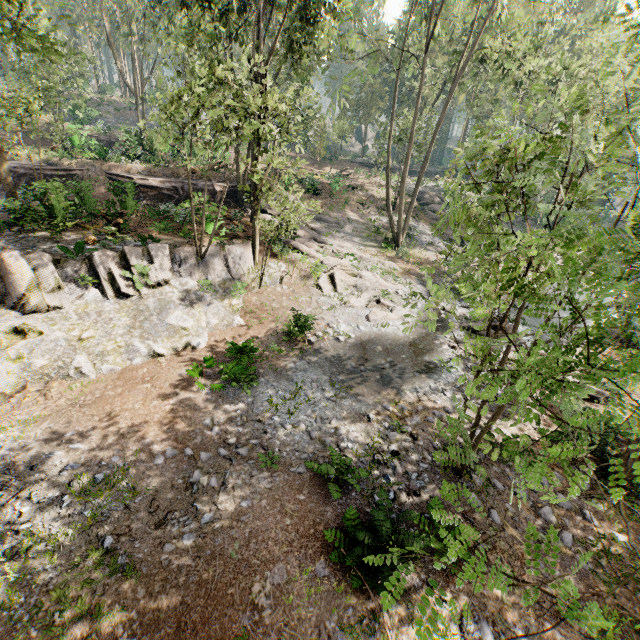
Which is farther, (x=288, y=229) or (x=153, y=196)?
(x=153, y=196)

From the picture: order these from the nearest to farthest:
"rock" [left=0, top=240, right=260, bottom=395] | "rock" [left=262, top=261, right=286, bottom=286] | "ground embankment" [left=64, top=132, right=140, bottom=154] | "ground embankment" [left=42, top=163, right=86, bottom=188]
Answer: "rock" [left=0, top=240, right=260, bottom=395] → "ground embankment" [left=42, top=163, right=86, bottom=188] → "rock" [left=262, top=261, right=286, bottom=286] → "ground embankment" [left=64, top=132, right=140, bottom=154]

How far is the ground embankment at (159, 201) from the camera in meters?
17.4 m

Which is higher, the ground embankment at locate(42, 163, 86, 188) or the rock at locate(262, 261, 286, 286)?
the ground embankment at locate(42, 163, 86, 188)

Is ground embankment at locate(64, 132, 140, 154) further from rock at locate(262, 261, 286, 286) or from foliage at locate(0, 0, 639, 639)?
rock at locate(262, 261, 286, 286)

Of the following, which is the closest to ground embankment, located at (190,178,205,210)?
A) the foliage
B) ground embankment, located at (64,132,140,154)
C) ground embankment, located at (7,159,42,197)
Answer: the foliage

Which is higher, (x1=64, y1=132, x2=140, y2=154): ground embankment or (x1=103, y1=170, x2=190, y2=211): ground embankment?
(x1=64, y1=132, x2=140, y2=154): ground embankment
